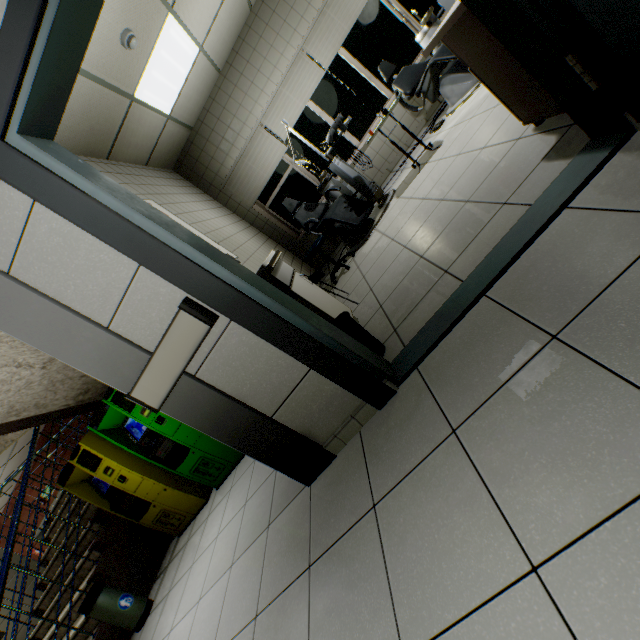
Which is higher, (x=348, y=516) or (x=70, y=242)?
(x=70, y=242)

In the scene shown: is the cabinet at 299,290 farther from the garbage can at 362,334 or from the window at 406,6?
the window at 406,6

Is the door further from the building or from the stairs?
the building

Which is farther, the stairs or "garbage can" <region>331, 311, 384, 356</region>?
the stairs

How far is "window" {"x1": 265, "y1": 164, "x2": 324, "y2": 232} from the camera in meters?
6.0

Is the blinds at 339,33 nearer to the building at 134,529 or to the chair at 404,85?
the chair at 404,85

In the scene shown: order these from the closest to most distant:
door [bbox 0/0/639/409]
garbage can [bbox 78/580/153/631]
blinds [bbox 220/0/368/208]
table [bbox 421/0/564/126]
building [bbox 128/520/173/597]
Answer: door [bbox 0/0/639/409]
table [bbox 421/0/564/126]
garbage can [bbox 78/580/153/631]
building [bbox 128/520/173/597]
blinds [bbox 220/0/368/208]

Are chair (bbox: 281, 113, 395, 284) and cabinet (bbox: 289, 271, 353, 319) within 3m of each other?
yes
